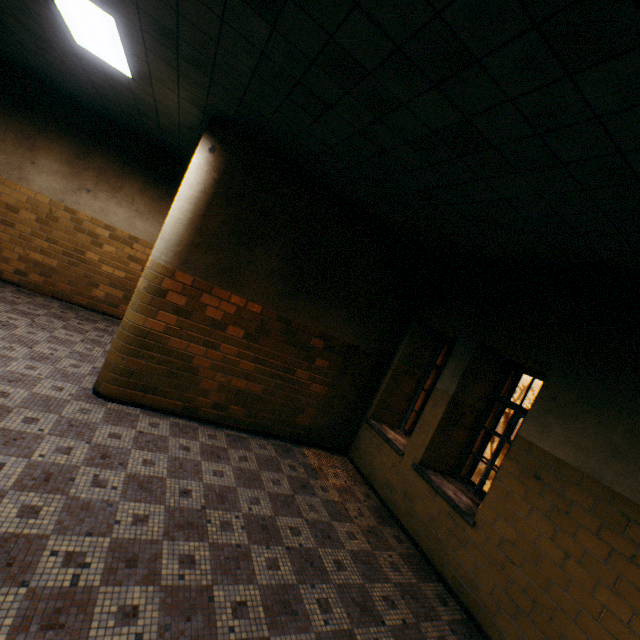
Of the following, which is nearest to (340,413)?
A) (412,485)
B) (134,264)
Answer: (412,485)
